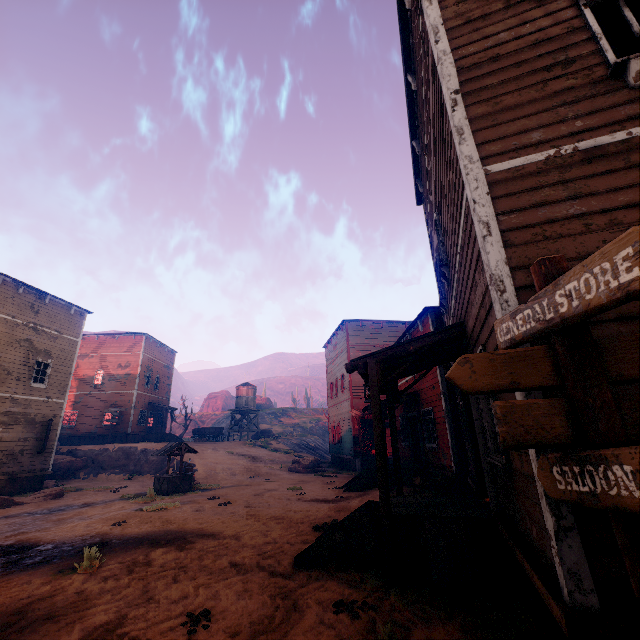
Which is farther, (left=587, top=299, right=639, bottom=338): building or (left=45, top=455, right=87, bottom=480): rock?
(left=45, top=455, right=87, bottom=480): rock

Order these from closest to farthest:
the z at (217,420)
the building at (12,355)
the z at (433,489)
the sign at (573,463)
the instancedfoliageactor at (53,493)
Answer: the sign at (573,463) < the z at (433,489) < the instancedfoliageactor at (53,493) < the building at (12,355) < the z at (217,420)

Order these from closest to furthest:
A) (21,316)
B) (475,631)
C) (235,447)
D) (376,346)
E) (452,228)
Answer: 1. (475,631)
2. (452,228)
3. (21,316)
4. (376,346)
5. (235,447)

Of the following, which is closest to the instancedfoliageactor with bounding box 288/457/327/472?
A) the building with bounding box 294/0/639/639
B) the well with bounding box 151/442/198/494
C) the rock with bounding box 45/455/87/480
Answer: the building with bounding box 294/0/639/639

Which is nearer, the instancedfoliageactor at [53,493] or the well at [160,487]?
the instancedfoliageactor at [53,493]

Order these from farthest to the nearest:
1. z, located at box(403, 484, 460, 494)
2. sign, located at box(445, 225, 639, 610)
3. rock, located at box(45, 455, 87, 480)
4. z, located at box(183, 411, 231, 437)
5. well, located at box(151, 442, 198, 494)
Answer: z, located at box(183, 411, 231, 437), rock, located at box(45, 455, 87, 480), well, located at box(151, 442, 198, 494), z, located at box(403, 484, 460, 494), sign, located at box(445, 225, 639, 610)

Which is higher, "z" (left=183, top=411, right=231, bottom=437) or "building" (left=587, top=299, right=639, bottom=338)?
"z" (left=183, top=411, right=231, bottom=437)
